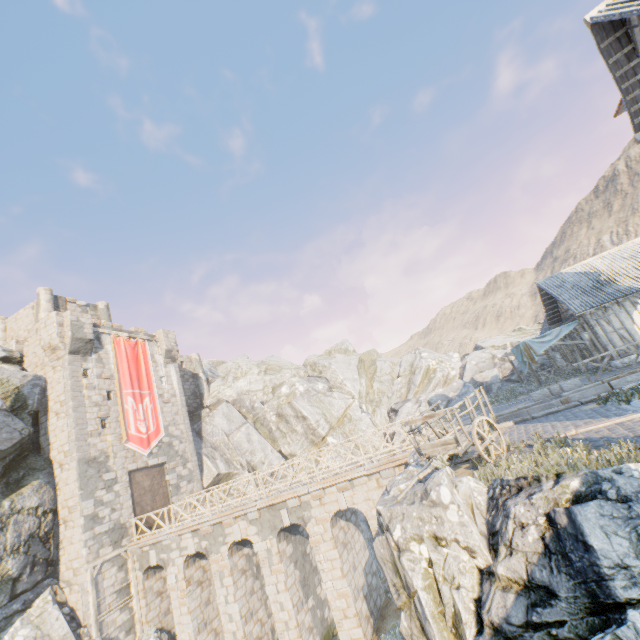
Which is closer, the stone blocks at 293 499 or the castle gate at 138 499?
the stone blocks at 293 499

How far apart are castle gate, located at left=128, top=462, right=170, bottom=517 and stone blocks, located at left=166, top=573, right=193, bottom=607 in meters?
3.4

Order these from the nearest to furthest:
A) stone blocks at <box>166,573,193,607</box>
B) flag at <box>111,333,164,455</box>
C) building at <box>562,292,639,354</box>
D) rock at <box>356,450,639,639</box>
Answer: rock at <box>356,450,639,639</box> < stone blocks at <box>166,573,193,607</box> < building at <box>562,292,639,354</box> < flag at <box>111,333,164,455</box>

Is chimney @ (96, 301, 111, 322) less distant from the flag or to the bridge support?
the flag

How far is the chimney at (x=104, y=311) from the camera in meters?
29.4 m

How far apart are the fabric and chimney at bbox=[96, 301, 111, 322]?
32.1 meters

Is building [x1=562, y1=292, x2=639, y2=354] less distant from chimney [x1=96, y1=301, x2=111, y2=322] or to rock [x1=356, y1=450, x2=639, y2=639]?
rock [x1=356, y1=450, x2=639, y2=639]

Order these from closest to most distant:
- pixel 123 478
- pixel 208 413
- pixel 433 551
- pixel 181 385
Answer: pixel 433 551, pixel 123 478, pixel 181 385, pixel 208 413
